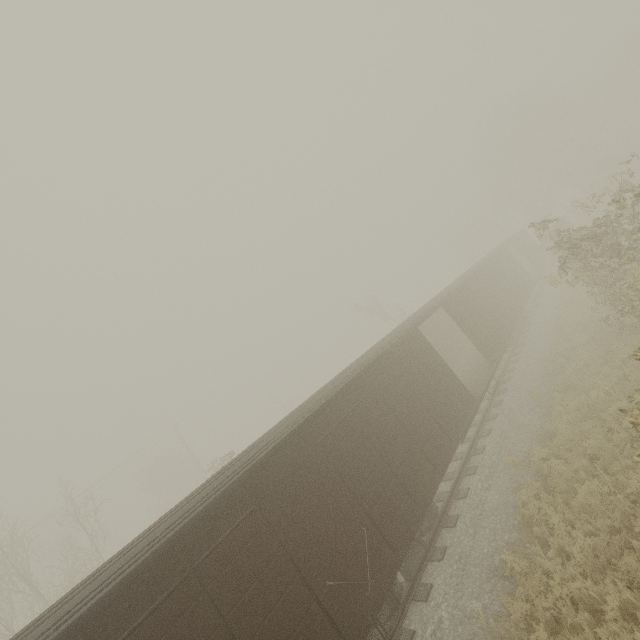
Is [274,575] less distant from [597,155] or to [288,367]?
[288,367]
